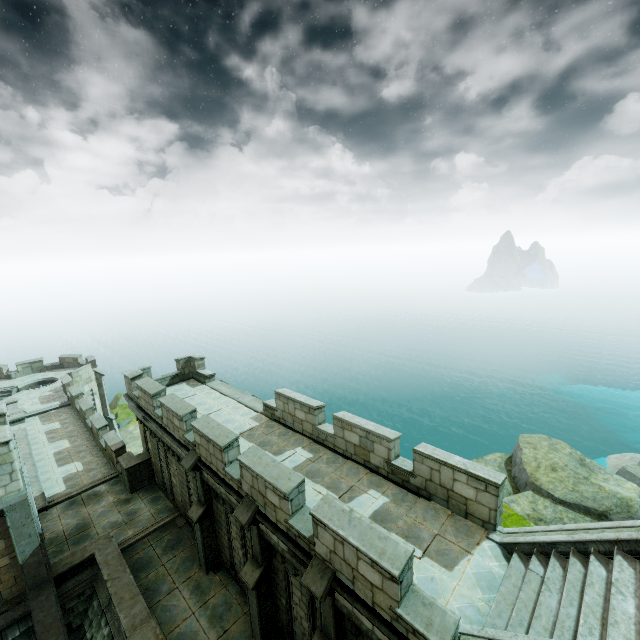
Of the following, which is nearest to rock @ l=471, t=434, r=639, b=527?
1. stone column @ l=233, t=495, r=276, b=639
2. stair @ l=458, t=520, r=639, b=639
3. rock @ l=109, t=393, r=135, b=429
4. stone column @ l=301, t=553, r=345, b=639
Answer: stone column @ l=301, t=553, r=345, b=639

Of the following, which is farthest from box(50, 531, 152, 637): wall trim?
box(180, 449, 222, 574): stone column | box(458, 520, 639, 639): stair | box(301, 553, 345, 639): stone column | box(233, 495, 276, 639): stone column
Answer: box(458, 520, 639, 639): stair

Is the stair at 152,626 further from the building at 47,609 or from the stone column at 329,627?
the stone column at 329,627

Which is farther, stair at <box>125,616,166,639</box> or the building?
the building

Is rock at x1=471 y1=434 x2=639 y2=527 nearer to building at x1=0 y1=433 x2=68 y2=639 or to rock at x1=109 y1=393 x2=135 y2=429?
building at x1=0 y1=433 x2=68 y2=639

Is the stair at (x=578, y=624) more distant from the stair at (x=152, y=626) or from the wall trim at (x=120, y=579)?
the wall trim at (x=120, y=579)

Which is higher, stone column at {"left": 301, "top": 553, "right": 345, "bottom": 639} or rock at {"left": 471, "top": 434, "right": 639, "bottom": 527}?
stone column at {"left": 301, "top": 553, "right": 345, "bottom": 639}

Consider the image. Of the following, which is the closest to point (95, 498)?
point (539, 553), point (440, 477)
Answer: point (440, 477)
